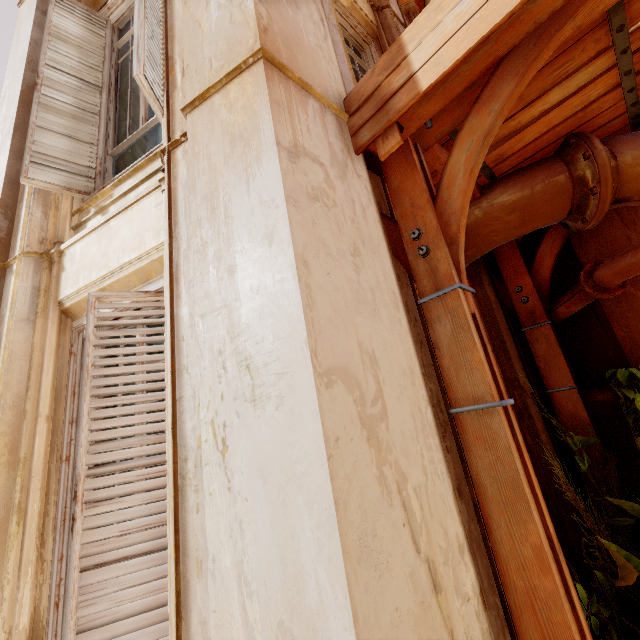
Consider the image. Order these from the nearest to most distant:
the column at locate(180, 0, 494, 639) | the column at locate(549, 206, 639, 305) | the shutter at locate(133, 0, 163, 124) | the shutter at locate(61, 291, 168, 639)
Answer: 1. the column at locate(180, 0, 494, 639)
2. the shutter at locate(61, 291, 168, 639)
3. the shutter at locate(133, 0, 163, 124)
4. the column at locate(549, 206, 639, 305)

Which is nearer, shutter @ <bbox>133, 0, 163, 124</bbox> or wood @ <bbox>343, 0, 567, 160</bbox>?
wood @ <bbox>343, 0, 567, 160</bbox>

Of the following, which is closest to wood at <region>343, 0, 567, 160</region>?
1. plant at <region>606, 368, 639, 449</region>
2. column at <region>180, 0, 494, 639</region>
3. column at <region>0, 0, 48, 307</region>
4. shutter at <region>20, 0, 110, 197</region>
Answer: column at <region>180, 0, 494, 639</region>

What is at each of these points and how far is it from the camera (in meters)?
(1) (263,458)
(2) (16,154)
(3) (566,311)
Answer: (1) column, 1.04
(2) column, 2.99
(3) pipe, 2.64

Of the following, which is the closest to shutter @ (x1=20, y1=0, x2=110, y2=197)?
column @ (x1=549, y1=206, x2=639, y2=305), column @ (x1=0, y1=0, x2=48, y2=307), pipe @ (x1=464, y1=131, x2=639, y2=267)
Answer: column @ (x1=0, y1=0, x2=48, y2=307)

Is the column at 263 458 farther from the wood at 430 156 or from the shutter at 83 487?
the shutter at 83 487

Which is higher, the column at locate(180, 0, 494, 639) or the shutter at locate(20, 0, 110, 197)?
the shutter at locate(20, 0, 110, 197)

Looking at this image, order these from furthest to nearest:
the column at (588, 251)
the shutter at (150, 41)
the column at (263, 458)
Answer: the column at (588, 251)
the shutter at (150, 41)
the column at (263, 458)
